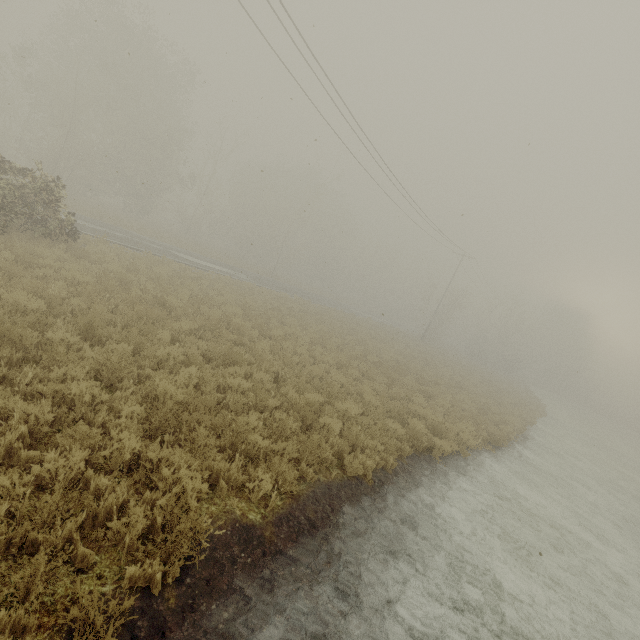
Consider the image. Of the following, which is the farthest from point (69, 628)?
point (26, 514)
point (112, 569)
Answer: point (26, 514)
